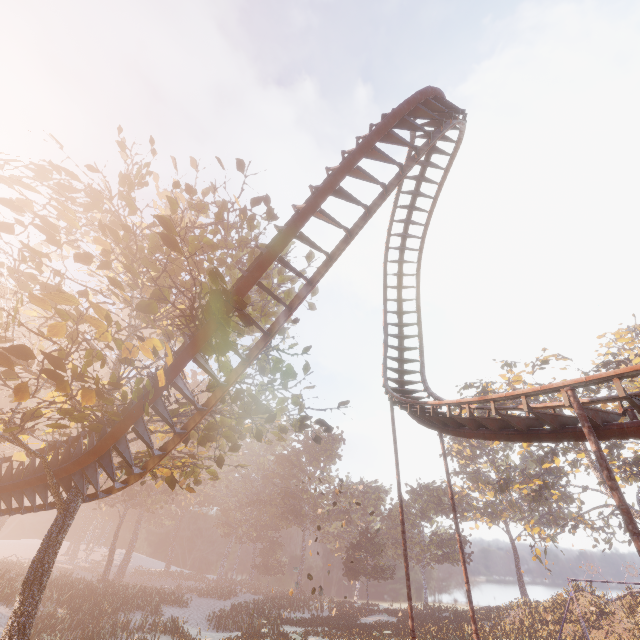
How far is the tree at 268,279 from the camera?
14.82m

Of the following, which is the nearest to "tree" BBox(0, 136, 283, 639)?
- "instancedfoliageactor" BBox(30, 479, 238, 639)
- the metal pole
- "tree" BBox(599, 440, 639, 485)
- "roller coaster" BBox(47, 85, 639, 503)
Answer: "roller coaster" BBox(47, 85, 639, 503)

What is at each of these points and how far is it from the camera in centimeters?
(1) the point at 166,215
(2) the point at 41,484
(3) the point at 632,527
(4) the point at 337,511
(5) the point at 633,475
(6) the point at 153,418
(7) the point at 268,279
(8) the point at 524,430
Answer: (1) tree, 1230cm
(2) roller coaster, 1165cm
(3) metal pole, 537cm
(4) instancedfoliageactor, 5628cm
(5) tree, 3728cm
(6) tree, 1738cm
(7) tree, 1579cm
(8) roller coaster, 854cm

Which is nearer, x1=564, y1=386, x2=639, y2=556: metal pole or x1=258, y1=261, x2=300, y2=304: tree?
x1=564, y1=386, x2=639, y2=556: metal pole

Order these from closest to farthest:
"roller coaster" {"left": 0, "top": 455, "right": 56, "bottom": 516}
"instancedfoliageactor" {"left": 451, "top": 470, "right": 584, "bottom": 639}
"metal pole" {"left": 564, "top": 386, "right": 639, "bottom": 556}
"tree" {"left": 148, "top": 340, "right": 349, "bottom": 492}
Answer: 1. "metal pole" {"left": 564, "top": 386, "right": 639, "bottom": 556}
2. "tree" {"left": 148, "top": 340, "right": 349, "bottom": 492}
3. "roller coaster" {"left": 0, "top": 455, "right": 56, "bottom": 516}
4. "instancedfoliageactor" {"left": 451, "top": 470, "right": 584, "bottom": 639}

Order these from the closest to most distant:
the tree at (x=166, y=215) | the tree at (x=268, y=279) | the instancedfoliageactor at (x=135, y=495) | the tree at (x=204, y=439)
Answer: the tree at (x=166, y=215) < the tree at (x=204, y=439) < the tree at (x=268, y=279) < the instancedfoliageactor at (x=135, y=495)

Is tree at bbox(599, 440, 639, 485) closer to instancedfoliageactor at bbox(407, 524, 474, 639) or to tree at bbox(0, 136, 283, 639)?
instancedfoliageactor at bbox(407, 524, 474, 639)

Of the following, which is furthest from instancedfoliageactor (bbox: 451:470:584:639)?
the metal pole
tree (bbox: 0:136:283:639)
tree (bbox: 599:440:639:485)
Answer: the metal pole
